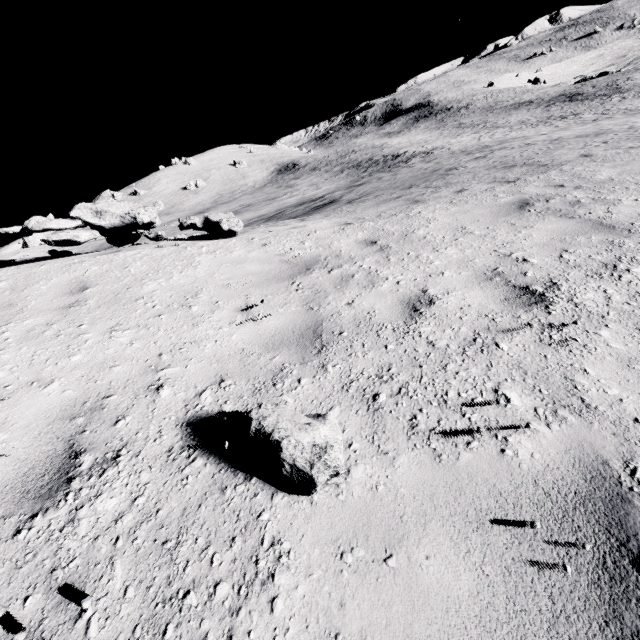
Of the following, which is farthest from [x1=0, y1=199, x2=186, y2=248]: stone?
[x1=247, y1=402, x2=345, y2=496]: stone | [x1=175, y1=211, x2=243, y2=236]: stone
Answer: [x1=247, y1=402, x2=345, y2=496]: stone

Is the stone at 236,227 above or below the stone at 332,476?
above

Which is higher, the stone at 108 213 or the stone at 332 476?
the stone at 108 213

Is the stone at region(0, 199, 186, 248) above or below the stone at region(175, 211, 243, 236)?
above

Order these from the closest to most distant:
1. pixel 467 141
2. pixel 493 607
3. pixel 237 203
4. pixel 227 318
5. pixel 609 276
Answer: pixel 493 607 → pixel 609 276 → pixel 227 318 → pixel 467 141 → pixel 237 203

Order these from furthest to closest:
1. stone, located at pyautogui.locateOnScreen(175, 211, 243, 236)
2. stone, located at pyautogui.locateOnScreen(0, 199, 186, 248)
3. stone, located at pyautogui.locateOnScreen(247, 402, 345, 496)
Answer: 1. stone, located at pyautogui.locateOnScreen(175, 211, 243, 236)
2. stone, located at pyautogui.locateOnScreen(0, 199, 186, 248)
3. stone, located at pyautogui.locateOnScreen(247, 402, 345, 496)
